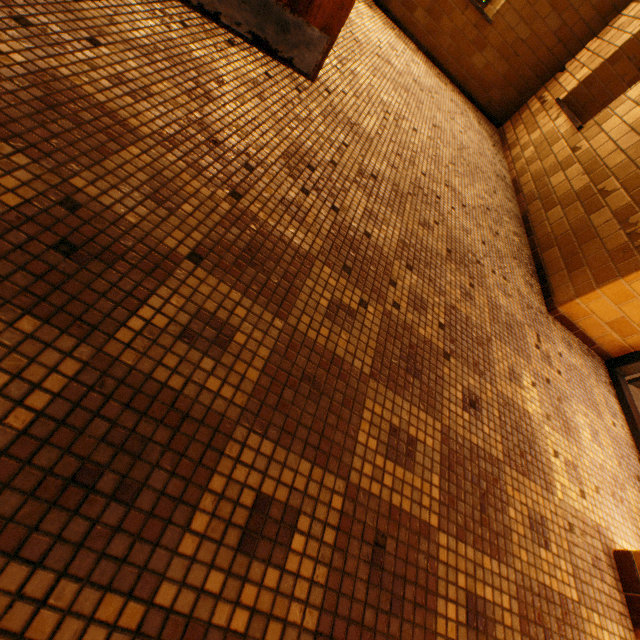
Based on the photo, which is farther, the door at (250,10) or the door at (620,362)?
the door at (620,362)

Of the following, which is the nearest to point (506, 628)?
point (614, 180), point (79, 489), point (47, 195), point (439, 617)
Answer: point (439, 617)

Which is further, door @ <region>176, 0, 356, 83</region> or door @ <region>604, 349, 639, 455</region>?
door @ <region>604, 349, 639, 455</region>
